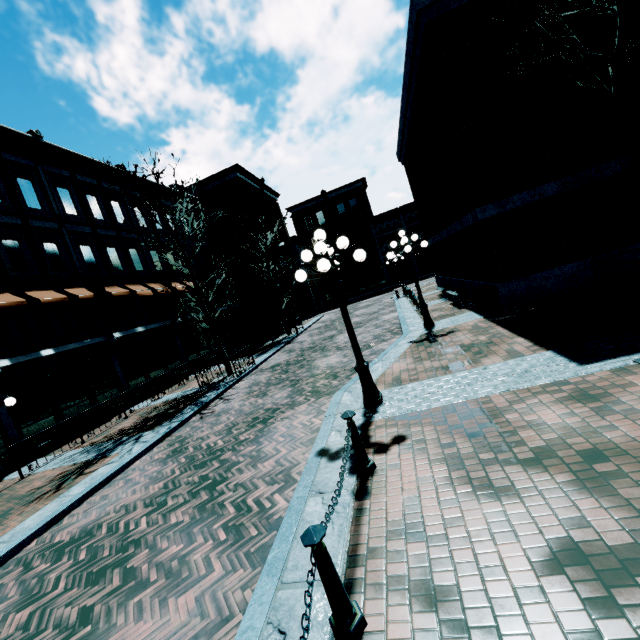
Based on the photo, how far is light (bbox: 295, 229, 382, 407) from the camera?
6.0 meters

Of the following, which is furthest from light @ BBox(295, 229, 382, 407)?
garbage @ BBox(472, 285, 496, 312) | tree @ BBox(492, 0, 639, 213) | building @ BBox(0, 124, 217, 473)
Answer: building @ BBox(0, 124, 217, 473)

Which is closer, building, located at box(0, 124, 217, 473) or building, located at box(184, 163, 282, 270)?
building, located at box(0, 124, 217, 473)

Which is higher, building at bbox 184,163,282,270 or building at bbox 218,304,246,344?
building at bbox 184,163,282,270

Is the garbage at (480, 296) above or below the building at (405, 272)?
below

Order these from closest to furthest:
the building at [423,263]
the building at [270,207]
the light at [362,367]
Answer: the light at [362,367], the building at [270,207], the building at [423,263]

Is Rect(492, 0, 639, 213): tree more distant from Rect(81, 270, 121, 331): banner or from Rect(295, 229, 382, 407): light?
Rect(81, 270, 121, 331): banner

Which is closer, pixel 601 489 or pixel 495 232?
pixel 601 489
